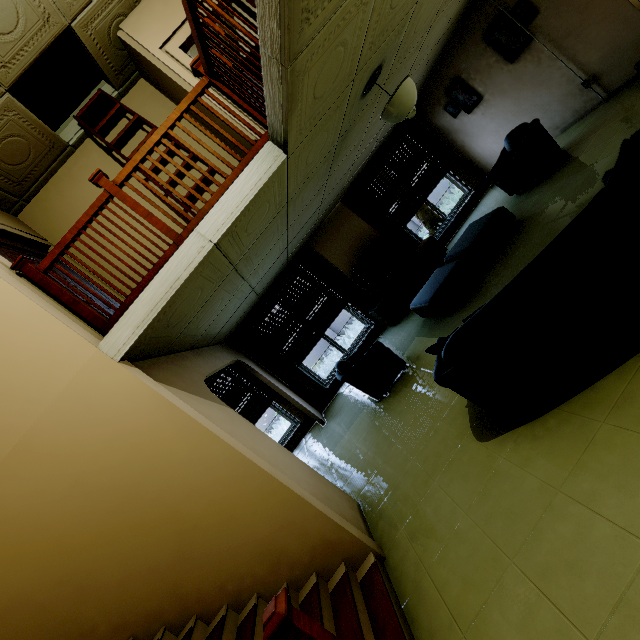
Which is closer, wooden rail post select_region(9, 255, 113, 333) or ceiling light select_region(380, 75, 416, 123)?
wooden rail post select_region(9, 255, 113, 333)

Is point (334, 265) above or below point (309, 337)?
above

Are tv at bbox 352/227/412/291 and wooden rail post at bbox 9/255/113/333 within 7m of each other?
yes

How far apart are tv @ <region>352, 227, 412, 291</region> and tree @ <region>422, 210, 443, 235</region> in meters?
4.5 m

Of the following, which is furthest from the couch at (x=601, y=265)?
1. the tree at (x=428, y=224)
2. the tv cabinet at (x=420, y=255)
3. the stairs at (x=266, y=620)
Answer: the tree at (x=428, y=224)

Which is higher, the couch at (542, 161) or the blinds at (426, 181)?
the blinds at (426, 181)

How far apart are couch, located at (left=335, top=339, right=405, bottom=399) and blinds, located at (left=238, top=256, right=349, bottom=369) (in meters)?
1.99

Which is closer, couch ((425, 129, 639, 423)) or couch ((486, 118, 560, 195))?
couch ((425, 129, 639, 423))
